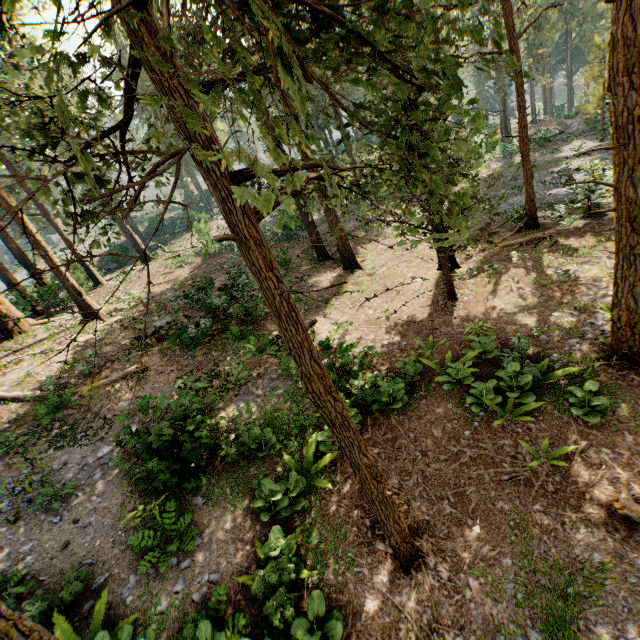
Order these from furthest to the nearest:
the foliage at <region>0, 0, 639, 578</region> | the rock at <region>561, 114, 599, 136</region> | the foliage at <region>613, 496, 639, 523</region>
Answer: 1. the rock at <region>561, 114, 599, 136</region>
2. the foliage at <region>613, 496, 639, 523</region>
3. the foliage at <region>0, 0, 639, 578</region>

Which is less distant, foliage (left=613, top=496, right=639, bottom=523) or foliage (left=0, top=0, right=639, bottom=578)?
foliage (left=0, top=0, right=639, bottom=578)

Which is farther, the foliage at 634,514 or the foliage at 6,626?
the foliage at 634,514

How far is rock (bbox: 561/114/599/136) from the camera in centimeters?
3068cm

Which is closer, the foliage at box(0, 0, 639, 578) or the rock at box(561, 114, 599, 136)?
the foliage at box(0, 0, 639, 578)

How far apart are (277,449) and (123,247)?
41.5 meters

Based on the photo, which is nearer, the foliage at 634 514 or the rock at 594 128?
the foliage at 634 514
